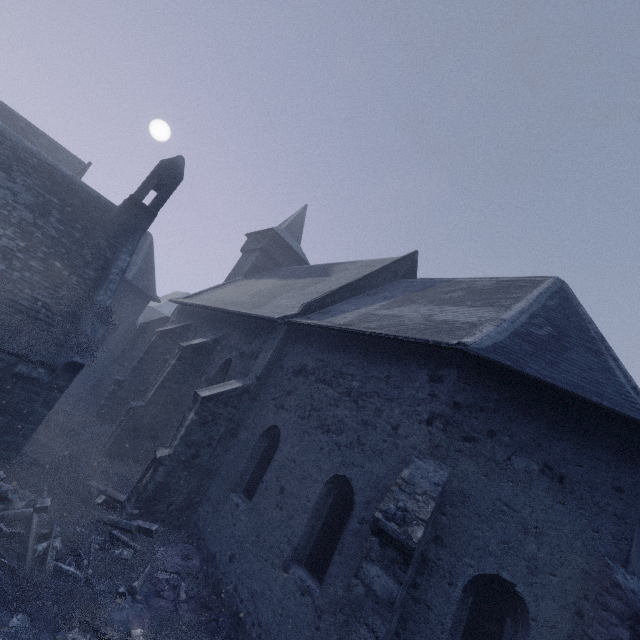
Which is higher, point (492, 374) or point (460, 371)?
point (492, 374)
